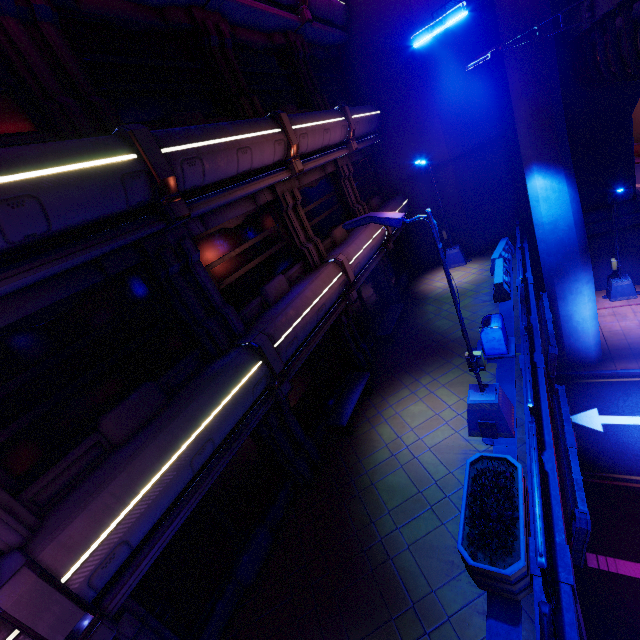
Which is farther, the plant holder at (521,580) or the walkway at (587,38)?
the walkway at (587,38)

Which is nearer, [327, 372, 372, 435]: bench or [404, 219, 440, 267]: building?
[327, 372, 372, 435]: bench

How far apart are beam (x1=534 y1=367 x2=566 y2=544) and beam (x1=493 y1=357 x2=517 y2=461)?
0.2m

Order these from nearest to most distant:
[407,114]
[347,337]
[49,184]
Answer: [49,184]
[347,337]
[407,114]

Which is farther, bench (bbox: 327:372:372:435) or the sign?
bench (bbox: 327:372:372:435)

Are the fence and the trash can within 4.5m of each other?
yes

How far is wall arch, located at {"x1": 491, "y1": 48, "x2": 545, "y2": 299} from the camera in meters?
15.2

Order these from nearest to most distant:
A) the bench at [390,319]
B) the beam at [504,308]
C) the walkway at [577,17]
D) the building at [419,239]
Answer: the walkway at [577,17] → the beam at [504,308] → the bench at [390,319] → the building at [419,239]
